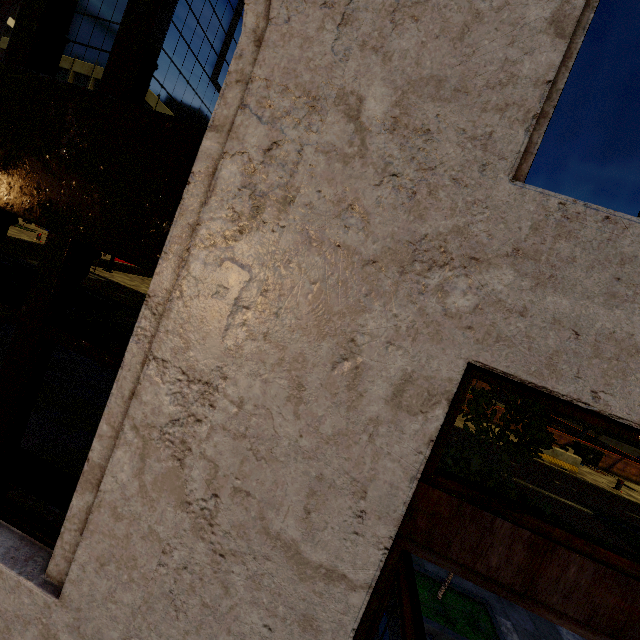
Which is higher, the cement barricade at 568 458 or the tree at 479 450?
the tree at 479 450

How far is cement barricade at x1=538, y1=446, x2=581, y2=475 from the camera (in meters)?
15.85

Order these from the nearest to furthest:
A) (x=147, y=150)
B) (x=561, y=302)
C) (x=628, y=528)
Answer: (x=561, y=302)
(x=147, y=150)
(x=628, y=528)

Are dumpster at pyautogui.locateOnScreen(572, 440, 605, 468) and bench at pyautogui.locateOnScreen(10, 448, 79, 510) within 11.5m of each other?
no

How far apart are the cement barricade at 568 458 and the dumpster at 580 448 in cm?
440

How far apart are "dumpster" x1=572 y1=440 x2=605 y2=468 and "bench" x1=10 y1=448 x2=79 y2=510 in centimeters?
2463cm

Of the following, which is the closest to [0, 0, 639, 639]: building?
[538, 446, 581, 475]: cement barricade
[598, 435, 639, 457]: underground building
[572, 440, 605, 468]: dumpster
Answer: [538, 446, 581, 475]: cement barricade

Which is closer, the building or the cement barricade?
the building
